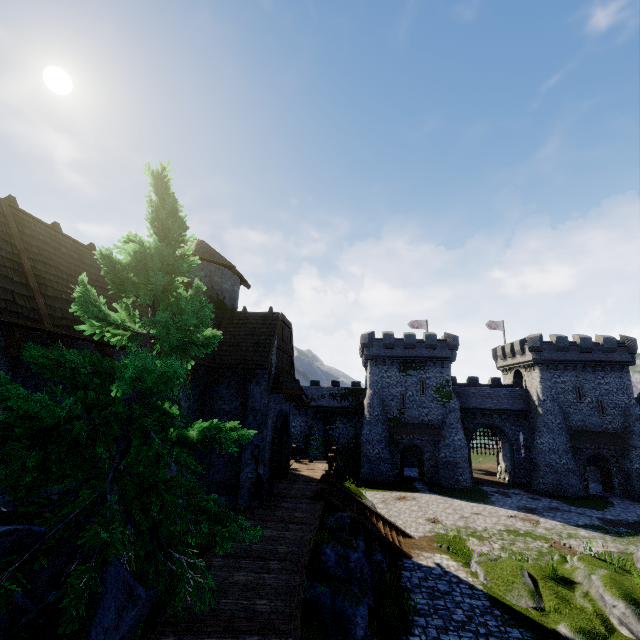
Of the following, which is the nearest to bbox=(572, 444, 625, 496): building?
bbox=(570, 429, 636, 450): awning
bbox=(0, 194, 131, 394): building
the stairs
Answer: bbox=(570, 429, 636, 450): awning

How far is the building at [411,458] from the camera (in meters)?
40.31

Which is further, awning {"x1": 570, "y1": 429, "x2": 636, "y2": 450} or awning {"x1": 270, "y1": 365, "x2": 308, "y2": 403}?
awning {"x1": 570, "y1": 429, "x2": 636, "y2": 450}

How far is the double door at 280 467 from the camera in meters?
15.2 m

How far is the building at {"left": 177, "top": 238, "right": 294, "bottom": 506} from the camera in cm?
1410

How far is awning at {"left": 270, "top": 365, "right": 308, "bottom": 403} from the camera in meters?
15.0

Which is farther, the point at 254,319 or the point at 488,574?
the point at 254,319

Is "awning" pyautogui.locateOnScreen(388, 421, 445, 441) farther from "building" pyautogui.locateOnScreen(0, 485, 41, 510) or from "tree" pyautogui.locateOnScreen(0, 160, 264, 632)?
"tree" pyautogui.locateOnScreen(0, 160, 264, 632)
